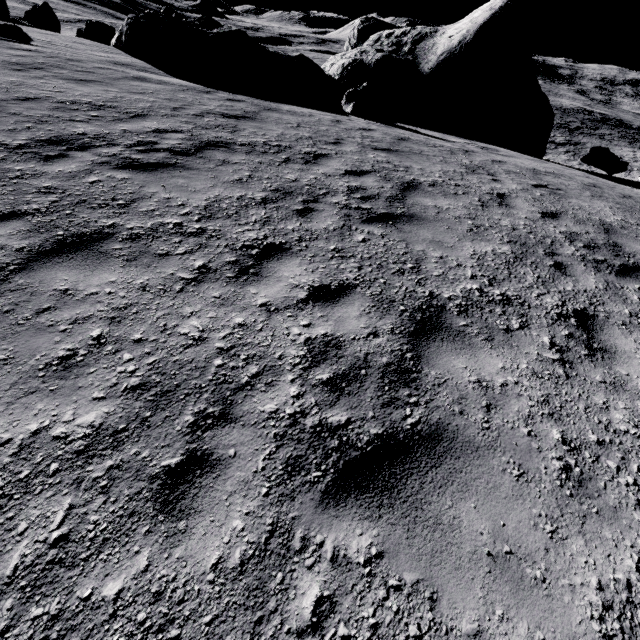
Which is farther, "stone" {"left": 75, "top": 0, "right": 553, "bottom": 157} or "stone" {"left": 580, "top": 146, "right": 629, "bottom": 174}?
"stone" {"left": 580, "top": 146, "right": 629, "bottom": 174}

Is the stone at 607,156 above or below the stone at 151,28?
below

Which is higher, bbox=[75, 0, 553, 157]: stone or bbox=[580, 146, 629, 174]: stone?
bbox=[75, 0, 553, 157]: stone

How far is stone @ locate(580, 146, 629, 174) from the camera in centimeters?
1593cm

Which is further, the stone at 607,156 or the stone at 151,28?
the stone at 607,156

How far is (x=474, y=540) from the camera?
2.1m
